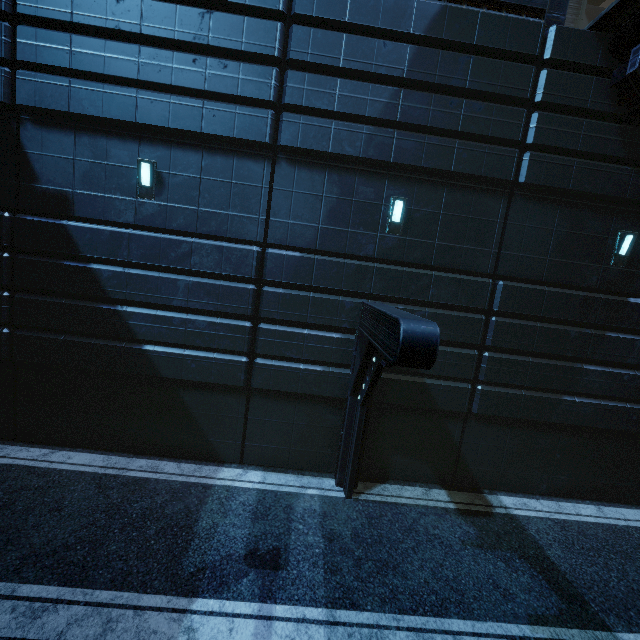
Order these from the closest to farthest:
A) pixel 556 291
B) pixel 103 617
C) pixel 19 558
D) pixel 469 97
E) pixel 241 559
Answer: pixel 103 617, pixel 19 558, pixel 241 559, pixel 469 97, pixel 556 291
